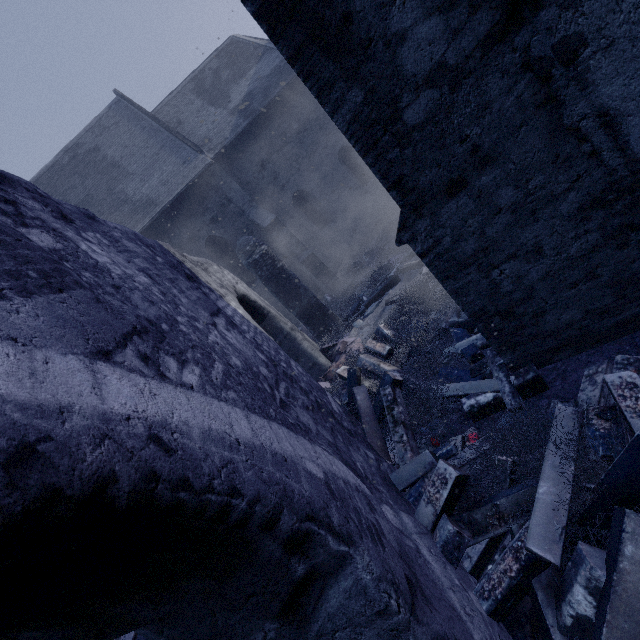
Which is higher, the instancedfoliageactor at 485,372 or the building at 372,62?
the building at 372,62

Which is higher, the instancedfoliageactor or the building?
the building

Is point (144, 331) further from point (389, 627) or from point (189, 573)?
point (389, 627)
